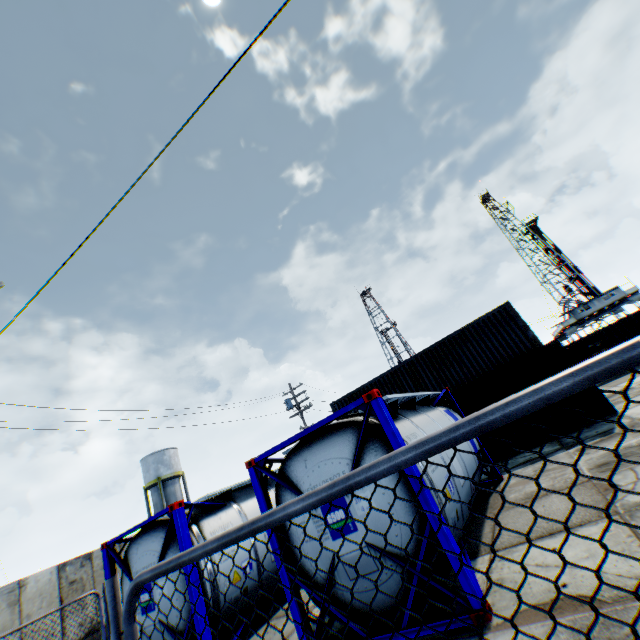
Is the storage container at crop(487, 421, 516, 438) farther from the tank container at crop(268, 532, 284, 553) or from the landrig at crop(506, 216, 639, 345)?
the landrig at crop(506, 216, 639, 345)

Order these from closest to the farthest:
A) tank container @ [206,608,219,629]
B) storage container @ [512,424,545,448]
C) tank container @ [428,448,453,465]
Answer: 1. tank container @ [428,448,453,465]
2. tank container @ [206,608,219,629]
3. storage container @ [512,424,545,448]

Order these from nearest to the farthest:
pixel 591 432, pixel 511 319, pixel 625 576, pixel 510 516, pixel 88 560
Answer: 1. pixel 625 576
2. pixel 510 516
3. pixel 591 432
4. pixel 88 560
5. pixel 511 319

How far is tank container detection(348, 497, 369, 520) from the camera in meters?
4.8

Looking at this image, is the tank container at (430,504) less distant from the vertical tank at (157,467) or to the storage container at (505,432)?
the storage container at (505,432)

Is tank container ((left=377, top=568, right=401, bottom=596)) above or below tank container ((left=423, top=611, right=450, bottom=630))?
above

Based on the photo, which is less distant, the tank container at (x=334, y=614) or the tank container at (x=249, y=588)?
the tank container at (x=334, y=614)

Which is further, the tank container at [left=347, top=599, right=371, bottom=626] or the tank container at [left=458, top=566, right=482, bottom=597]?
the tank container at [left=347, top=599, right=371, bottom=626]
